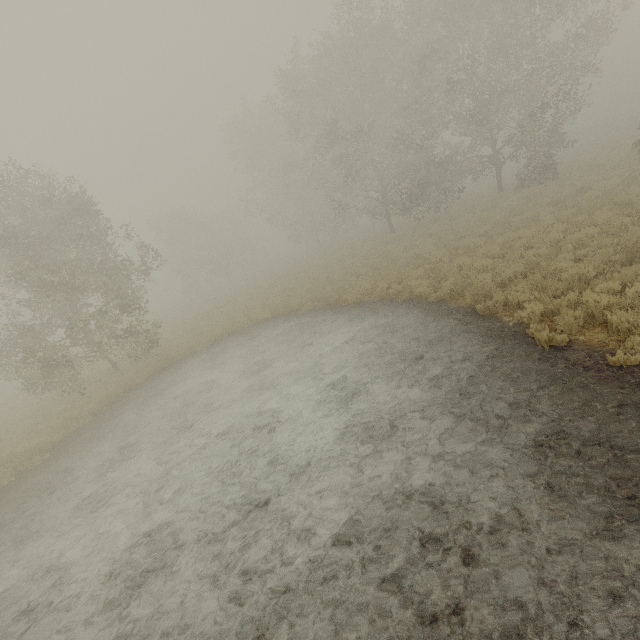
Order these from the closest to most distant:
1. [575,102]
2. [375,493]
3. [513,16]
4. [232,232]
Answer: [375,493], [513,16], [575,102], [232,232]
